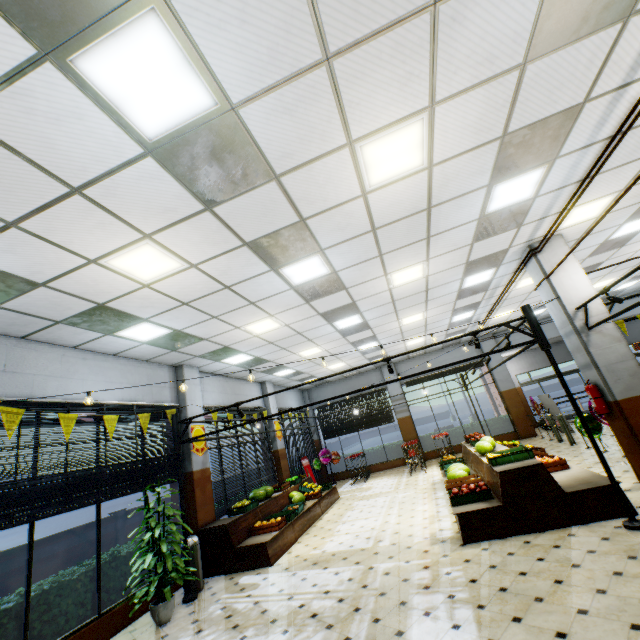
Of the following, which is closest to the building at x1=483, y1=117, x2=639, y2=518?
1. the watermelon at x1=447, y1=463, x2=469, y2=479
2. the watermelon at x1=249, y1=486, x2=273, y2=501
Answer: the watermelon at x1=447, y1=463, x2=469, y2=479

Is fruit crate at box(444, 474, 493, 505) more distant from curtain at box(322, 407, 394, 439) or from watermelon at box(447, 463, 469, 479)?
curtain at box(322, 407, 394, 439)

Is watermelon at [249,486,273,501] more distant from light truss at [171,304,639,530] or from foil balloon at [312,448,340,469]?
foil balloon at [312,448,340,469]

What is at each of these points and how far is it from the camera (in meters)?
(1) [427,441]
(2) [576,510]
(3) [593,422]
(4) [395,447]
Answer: (1) hedge, 16.09
(2) wooden stand, 5.09
(3) foil balloon, 6.55
(4) hedge, 16.47

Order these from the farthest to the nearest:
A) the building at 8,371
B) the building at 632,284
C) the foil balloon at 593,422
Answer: the building at 632,284 < the foil balloon at 593,422 < the building at 8,371

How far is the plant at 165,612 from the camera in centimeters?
532cm

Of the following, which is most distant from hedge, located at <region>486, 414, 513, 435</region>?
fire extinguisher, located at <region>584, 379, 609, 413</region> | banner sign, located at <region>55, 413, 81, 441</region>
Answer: banner sign, located at <region>55, 413, 81, 441</region>

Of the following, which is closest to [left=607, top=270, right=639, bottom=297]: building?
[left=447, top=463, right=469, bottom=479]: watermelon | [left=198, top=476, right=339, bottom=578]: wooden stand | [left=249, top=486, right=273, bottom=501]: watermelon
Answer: [left=198, top=476, right=339, bottom=578]: wooden stand
